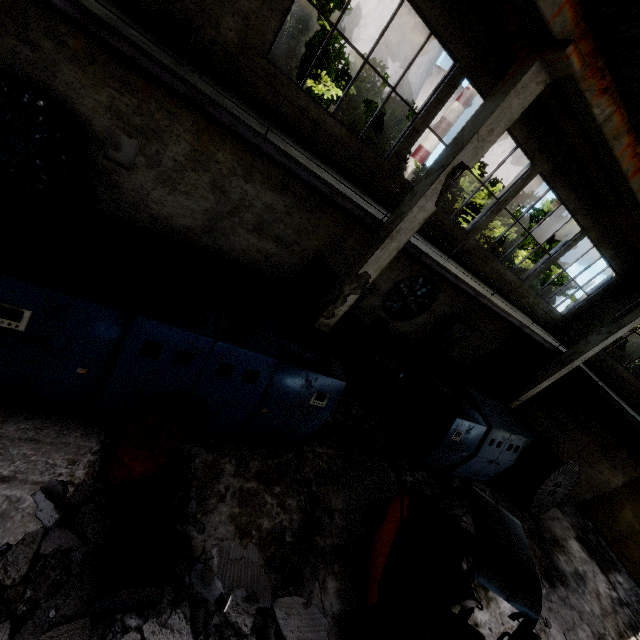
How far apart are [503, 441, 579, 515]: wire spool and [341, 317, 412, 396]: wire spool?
5.01m

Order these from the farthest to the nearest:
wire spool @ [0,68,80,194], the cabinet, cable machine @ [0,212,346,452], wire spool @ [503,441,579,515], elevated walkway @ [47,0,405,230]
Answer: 1. the cabinet
2. wire spool @ [503,441,579,515]
3. wire spool @ [0,68,80,194]
4. elevated walkway @ [47,0,405,230]
5. cable machine @ [0,212,346,452]

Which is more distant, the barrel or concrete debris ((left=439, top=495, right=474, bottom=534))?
concrete debris ((left=439, top=495, right=474, bottom=534))

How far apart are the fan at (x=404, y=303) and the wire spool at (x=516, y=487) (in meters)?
5.56

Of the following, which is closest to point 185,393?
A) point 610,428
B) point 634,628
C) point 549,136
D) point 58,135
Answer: point 58,135

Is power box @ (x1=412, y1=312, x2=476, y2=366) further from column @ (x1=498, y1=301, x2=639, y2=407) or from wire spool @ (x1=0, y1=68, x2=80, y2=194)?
wire spool @ (x1=0, y1=68, x2=80, y2=194)

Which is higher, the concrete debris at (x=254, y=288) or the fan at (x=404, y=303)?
the fan at (x=404, y=303)

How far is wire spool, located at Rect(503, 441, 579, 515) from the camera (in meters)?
9.28
